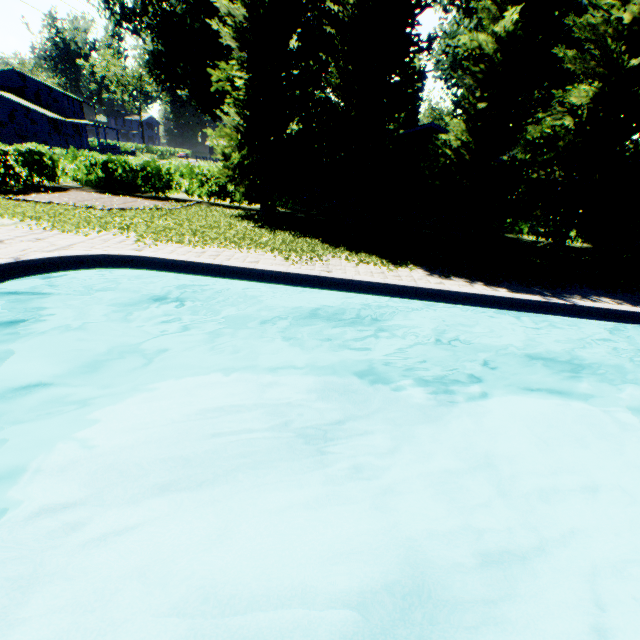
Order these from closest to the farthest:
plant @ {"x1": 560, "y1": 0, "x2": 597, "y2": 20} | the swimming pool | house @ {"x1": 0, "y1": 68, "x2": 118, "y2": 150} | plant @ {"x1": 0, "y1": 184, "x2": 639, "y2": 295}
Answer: the swimming pool → plant @ {"x1": 0, "y1": 184, "x2": 639, "y2": 295} → plant @ {"x1": 560, "y1": 0, "x2": 597, "y2": 20} → house @ {"x1": 0, "y1": 68, "x2": 118, "y2": 150}

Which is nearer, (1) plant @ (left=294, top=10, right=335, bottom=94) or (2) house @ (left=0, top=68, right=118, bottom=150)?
(1) plant @ (left=294, top=10, right=335, bottom=94)

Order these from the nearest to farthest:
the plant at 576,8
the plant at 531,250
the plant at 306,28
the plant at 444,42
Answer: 1. the plant at 531,250
2. the plant at 576,8
3. the plant at 444,42
4. the plant at 306,28

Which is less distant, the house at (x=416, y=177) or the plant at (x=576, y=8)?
the plant at (x=576, y=8)

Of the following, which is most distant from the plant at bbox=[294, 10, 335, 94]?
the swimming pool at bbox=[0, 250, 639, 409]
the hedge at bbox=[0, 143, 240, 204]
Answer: the swimming pool at bbox=[0, 250, 639, 409]

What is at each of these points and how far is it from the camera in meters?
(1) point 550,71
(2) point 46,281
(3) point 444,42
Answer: (1) plant, 20.9
(2) swimming pool, 7.2
(3) plant, 27.3

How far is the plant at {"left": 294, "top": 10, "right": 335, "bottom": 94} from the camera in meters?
26.8
